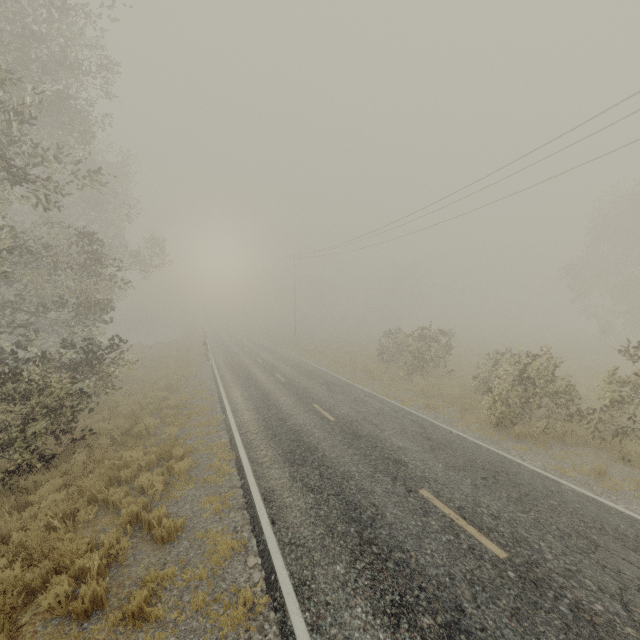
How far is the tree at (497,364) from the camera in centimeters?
1063cm

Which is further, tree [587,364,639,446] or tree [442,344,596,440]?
tree [442,344,596,440]

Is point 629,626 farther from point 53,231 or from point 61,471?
point 53,231

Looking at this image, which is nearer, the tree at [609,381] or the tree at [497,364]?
the tree at [609,381]

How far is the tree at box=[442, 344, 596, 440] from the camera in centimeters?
1063cm
